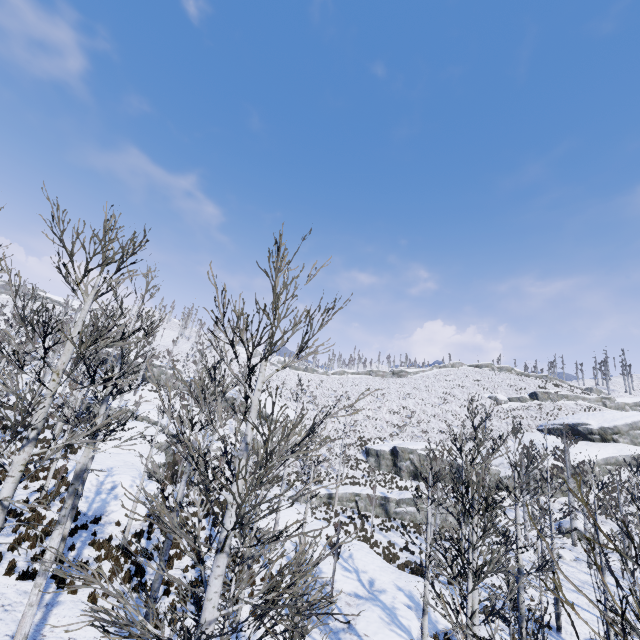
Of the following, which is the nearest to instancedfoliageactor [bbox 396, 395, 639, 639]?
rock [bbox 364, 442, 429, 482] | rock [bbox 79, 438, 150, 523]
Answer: rock [bbox 79, 438, 150, 523]

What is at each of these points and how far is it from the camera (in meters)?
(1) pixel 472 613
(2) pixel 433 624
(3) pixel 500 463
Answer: (1) instancedfoliageactor, 7.47
(2) rock, 14.66
(3) rock, 39.53

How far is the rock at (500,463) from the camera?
37.2 meters

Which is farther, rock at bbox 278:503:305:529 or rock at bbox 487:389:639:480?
rock at bbox 487:389:639:480

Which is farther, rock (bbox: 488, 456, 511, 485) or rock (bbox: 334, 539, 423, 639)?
rock (bbox: 488, 456, 511, 485)

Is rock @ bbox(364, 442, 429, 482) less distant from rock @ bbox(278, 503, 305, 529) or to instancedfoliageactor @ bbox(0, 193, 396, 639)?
instancedfoliageactor @ bbox(0, 193, 396, 639)

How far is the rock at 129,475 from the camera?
16.7m

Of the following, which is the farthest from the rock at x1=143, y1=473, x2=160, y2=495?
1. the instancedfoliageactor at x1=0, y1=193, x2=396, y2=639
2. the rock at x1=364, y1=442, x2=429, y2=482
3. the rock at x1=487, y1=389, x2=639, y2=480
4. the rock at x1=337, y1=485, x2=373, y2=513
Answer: the rock at x1=487, y1=389, x2=639, y2=480
